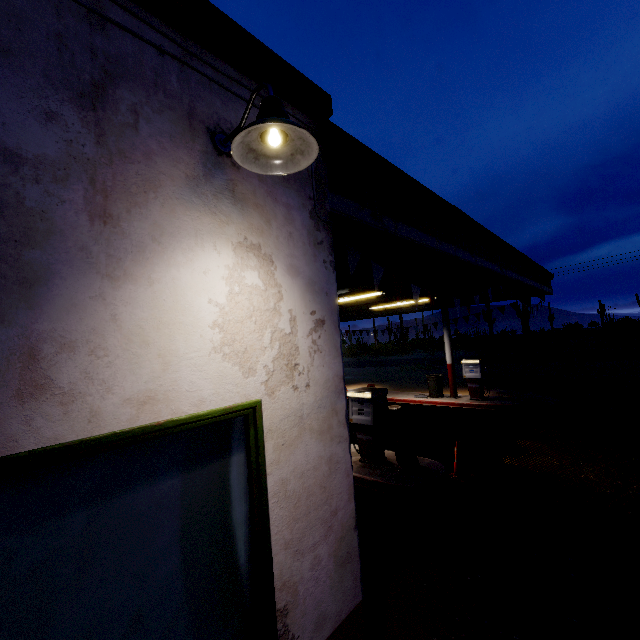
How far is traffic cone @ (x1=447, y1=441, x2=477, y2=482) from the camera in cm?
619

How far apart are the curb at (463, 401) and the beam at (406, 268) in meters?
7.5 m

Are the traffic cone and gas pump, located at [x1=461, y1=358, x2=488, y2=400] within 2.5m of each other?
no

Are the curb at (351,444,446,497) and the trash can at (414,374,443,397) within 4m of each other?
no

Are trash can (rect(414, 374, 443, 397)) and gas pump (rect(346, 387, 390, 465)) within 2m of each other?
no

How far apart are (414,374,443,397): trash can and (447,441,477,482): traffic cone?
6.72m

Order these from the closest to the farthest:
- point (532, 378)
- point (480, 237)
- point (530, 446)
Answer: point (480, 237), point (530, 446), point (532, 378)

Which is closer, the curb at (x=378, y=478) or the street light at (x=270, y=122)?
the street light at (x=270, y=122)
